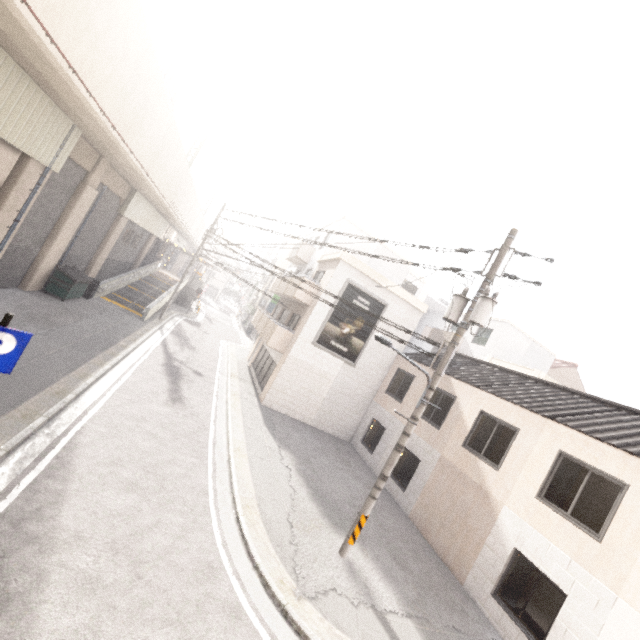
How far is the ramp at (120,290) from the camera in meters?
20.5

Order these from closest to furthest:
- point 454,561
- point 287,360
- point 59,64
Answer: point 59,64 < point 454,561 < point 287,360

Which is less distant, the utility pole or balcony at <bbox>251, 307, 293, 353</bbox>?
the utility pole

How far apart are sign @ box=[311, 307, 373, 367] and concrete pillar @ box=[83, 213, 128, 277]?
14.58m

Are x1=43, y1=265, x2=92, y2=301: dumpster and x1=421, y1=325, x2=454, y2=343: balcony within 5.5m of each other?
no

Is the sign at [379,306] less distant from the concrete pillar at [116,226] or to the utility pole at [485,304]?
the utility pole at [485,304]

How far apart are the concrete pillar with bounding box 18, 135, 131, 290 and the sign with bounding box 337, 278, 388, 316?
12.5 meters

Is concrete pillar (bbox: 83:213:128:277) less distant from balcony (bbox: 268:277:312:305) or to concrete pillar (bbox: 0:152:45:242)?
concrete pillar (bbox: 0:152:45:242)
